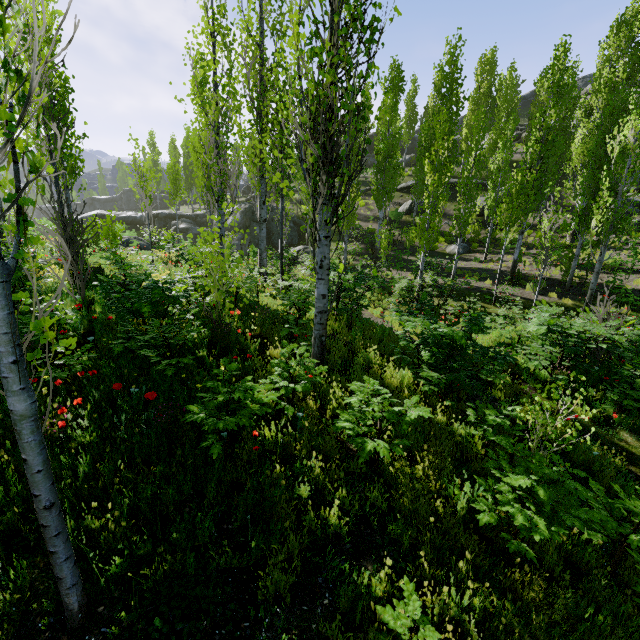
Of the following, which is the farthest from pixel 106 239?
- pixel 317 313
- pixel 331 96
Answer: pixel 331 96

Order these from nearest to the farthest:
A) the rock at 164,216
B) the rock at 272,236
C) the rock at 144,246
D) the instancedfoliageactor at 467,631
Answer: the instancedfoliageactor at 467,631 → the rock at 144,246 → the rock at 272,236 → the rock at 164,216

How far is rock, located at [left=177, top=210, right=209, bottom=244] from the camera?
30.9 meters

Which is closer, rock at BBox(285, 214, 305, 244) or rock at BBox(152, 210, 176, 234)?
rock at BBox(285, 214, 305, 244)

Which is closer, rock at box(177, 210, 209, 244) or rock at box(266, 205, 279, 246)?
rock at box(266, 205, 279, 246)

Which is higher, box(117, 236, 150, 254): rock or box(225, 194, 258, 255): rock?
box(225, 194, 258, 255): rock

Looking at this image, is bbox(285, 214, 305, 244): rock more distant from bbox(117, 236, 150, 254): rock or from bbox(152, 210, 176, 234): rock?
bbox(117, 236, 150, 254): rock

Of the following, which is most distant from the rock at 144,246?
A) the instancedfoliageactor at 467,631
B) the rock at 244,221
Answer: the rock at 244,221
